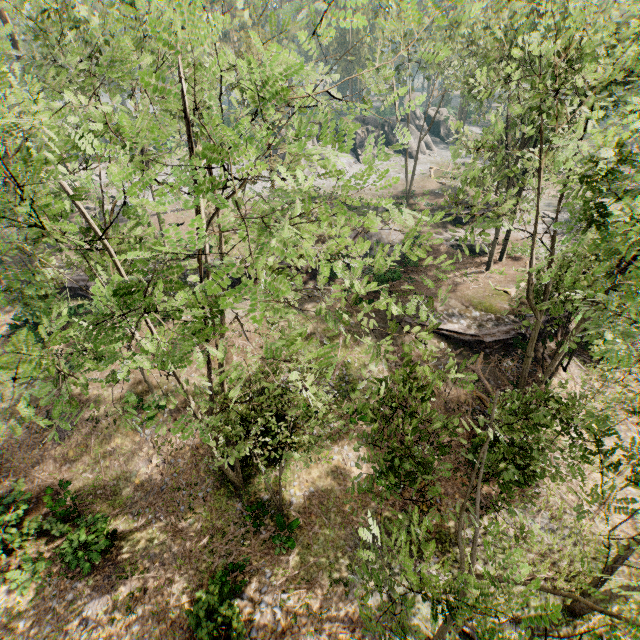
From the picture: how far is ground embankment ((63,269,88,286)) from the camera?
27.9 meters

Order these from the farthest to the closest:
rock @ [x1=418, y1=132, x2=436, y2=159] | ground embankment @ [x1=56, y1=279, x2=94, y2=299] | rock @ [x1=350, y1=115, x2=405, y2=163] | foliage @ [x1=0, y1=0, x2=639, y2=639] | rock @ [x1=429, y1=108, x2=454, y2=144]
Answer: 1. rock @ [x1=429, y1=108, x2=454, y2=144]
2. rock @ [x1=418, y1=132, x2=436, y2=159]
3. rock @ [x1=350, y1=115, x2=405, y2=163]
4. ground embankment @ [x1=56, y1=279, x2=94, y2=299]
5. foliage @ [x1=0, y1=0, x2=639, y2=639]

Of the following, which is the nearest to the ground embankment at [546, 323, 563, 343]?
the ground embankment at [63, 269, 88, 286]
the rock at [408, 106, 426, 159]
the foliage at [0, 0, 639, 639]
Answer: the foliage at [0, 0, 639, 639]

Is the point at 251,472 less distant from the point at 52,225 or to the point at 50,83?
the point at 52,225

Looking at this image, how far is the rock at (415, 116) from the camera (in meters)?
49.44

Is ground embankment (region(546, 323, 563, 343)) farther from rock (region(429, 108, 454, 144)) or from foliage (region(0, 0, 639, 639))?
rock (region(429, 108, 454, 144))

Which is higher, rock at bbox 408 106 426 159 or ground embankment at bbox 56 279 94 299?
rock at bbox 408 106 426 159
